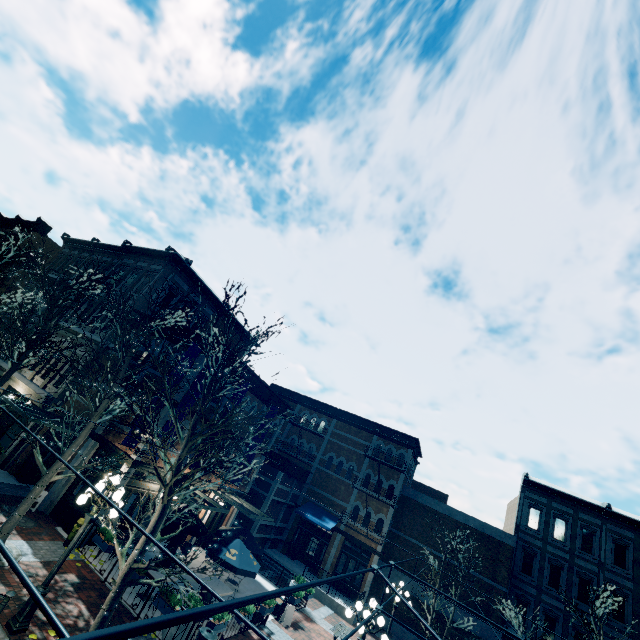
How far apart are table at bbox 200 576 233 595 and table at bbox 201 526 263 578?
1.13m

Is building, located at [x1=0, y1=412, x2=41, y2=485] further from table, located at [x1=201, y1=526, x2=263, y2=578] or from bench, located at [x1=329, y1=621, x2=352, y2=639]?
bench, located at [x1=329, y1=621, x2=352, y2=639]

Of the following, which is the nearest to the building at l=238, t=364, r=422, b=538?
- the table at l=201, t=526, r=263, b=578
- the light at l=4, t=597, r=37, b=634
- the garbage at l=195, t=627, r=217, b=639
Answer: the table at l=201, t=526, r=263, b=578

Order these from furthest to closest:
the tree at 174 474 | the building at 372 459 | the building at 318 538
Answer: the building at 372 459 < the building at 318 538 < the tree at 174 474

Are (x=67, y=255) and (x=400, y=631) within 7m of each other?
no

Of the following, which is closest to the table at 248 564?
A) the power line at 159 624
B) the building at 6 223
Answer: the building at 6 223

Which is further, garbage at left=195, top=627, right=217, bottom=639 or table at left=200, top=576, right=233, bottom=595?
table at left=200, top=576, right=233, bottom=595

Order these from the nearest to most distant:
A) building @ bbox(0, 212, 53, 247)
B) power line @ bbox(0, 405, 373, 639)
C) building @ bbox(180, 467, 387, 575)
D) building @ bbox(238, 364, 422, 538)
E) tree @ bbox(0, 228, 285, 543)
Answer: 1. power line @ bbox(0, 405, 373, 639)
2. tree @ bbox(0, 228, 285, 543)
3. building @ bbox(180, 467, 387, 575)
4. building @ bbox(238, 364, 422, 538)
5. building @ bbox(0, 212, 53, 247)
